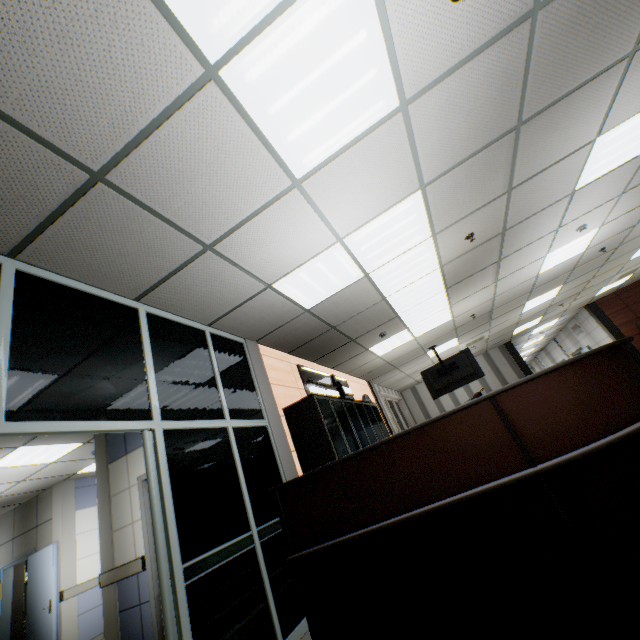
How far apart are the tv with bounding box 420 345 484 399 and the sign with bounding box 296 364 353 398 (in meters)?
2.51

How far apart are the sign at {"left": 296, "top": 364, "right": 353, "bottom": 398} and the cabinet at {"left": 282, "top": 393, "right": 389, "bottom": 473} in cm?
19

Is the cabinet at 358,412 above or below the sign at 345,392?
below

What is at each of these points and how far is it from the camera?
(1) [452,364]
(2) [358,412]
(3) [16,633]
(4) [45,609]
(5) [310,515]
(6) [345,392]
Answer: (1) tv, 8.73m
(2) cabinet, 5.91m
(3) cabinet, 7.71m
(4) door, 6.40m
(5) desk, 2.15m
(6) sign, 7.40m

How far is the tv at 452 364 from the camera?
8.41m

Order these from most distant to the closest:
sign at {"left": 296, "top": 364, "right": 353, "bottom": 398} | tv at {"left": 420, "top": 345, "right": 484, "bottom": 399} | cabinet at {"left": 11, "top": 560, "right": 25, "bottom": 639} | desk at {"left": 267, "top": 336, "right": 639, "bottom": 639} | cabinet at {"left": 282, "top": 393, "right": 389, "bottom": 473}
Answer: tv at {"left": 420, "top": 345, "right": 484, "bottom": 399}, cabinet at {"left": 11, "top": 560, "right": 25, "bottom": 639}, sign at {"left": 296, "top": 364, "right": 353, "bottom": 398}, cabinet at {"left": 282, "top": 393, "right": 389, "bottom": 473}, desk at {"left": 267, "top": 336, "right": 639, "bottom": 639}

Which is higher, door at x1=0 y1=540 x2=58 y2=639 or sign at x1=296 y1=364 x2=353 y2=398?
sign at x1=296 y1=364 x2=353 y2=398

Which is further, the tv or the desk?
the tv
